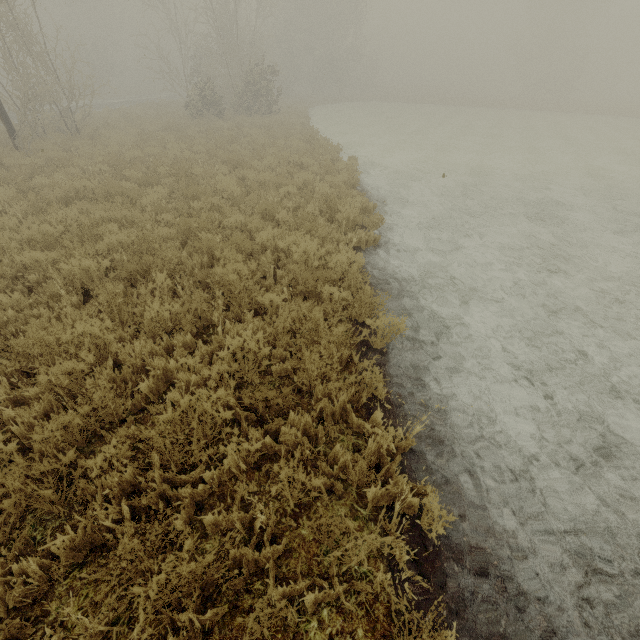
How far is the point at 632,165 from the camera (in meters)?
16.19
